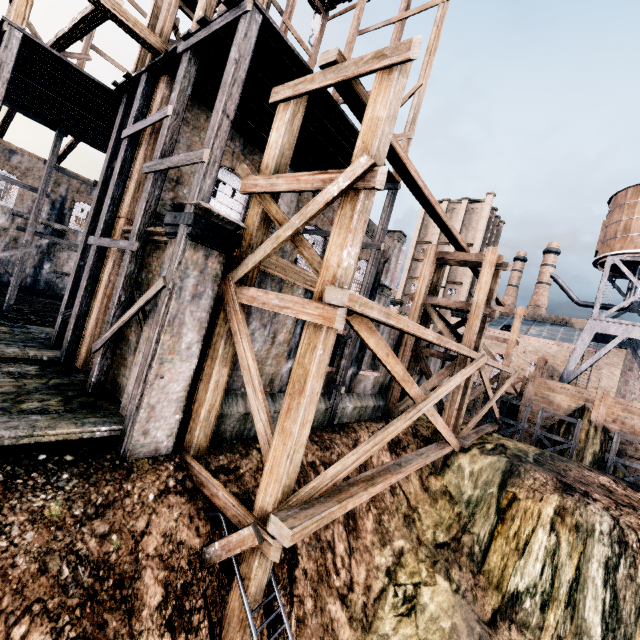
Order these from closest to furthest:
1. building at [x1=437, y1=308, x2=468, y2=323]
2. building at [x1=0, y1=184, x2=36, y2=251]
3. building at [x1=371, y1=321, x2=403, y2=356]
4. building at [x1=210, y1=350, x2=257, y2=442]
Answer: building at [x1=210, y1=350, x2=257, y2=442] → building at [x1=371, y1=321, x2=403, y2=356] → building at [x1=0, y1=184, x2=36, y2=251] → building at [x1=437, y1=308, x2=468, y2=323]

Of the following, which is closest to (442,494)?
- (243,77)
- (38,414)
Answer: (38,414)

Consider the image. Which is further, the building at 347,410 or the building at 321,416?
the building at 347,410

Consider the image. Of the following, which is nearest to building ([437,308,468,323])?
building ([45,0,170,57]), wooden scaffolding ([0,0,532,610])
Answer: building ([45,0,170,57])

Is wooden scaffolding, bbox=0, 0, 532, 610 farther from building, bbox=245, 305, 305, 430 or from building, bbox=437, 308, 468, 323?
building, bbox=437, 308, 468, 323

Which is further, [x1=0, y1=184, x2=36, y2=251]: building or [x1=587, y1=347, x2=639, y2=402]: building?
[x1=587, y1=347, x2=639, y2=402]: building
